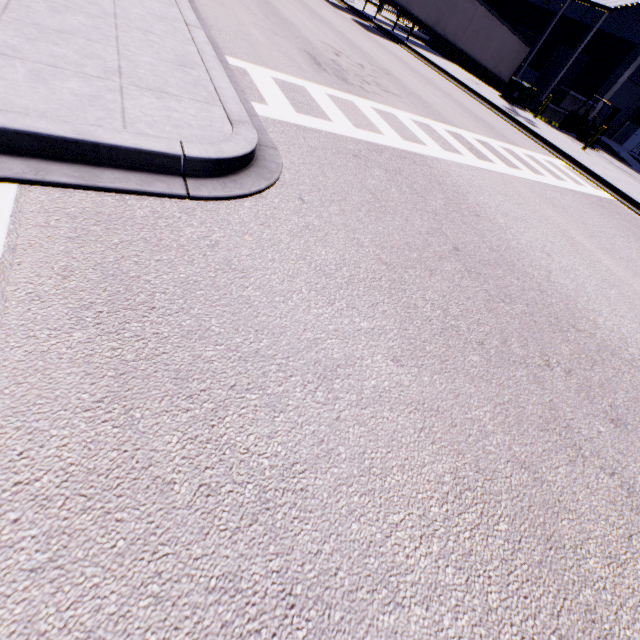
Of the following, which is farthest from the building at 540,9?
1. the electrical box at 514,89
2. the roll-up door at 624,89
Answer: the electrical box at 514,89

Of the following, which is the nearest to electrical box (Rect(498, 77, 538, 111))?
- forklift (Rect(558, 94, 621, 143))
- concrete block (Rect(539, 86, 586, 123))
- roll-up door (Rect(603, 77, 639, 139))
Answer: concrete block (Rect(539, 86, 586, 123))

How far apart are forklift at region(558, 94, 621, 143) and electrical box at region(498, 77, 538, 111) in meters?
3.8

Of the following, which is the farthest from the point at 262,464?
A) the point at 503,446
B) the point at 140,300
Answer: the point at 503,446

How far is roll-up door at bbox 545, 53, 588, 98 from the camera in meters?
24.6 m

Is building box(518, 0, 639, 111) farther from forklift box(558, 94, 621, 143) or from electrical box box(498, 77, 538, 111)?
electrical box box(498, 77, 538, 111)

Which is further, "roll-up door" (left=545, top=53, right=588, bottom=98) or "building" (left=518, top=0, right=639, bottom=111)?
"roll-up door" (left=545, top=53, right=588, bottom=98)

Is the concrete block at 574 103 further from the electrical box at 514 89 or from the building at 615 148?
the electrical box at 514 89
